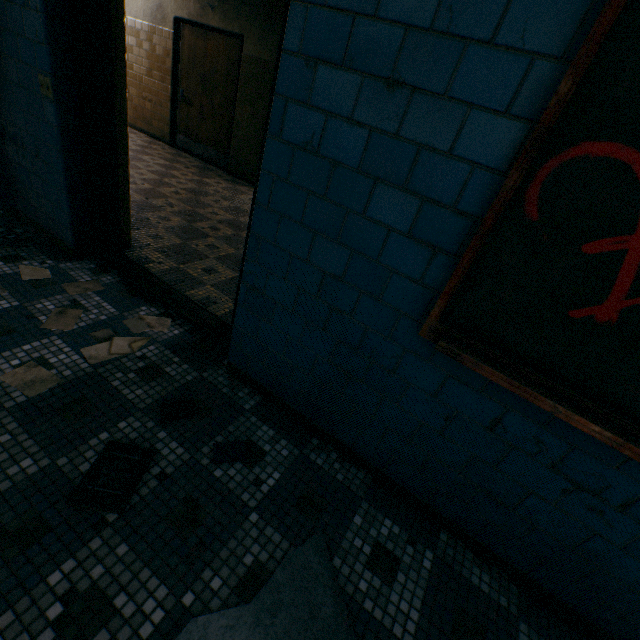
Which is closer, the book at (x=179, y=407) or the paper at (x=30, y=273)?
the book at (x=179, y=407)

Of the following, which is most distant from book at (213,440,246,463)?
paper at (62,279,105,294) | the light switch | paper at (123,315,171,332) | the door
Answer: the door

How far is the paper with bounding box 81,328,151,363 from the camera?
1.91m

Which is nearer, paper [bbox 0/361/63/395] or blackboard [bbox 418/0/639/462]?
blackboard [bbox 418/0/639/462]

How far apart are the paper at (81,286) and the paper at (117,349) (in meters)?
0.42

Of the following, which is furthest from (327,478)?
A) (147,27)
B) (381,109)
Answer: (147,27)

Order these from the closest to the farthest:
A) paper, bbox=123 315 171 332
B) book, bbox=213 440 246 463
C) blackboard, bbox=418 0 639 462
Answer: blackboard, bbox=418 0 639 462 → book, bbox=213 440 246 463 → paper, bbox=123 315 171 332

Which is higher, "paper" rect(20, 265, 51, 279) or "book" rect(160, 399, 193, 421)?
"book" rect(160, 399, 193, 421)
